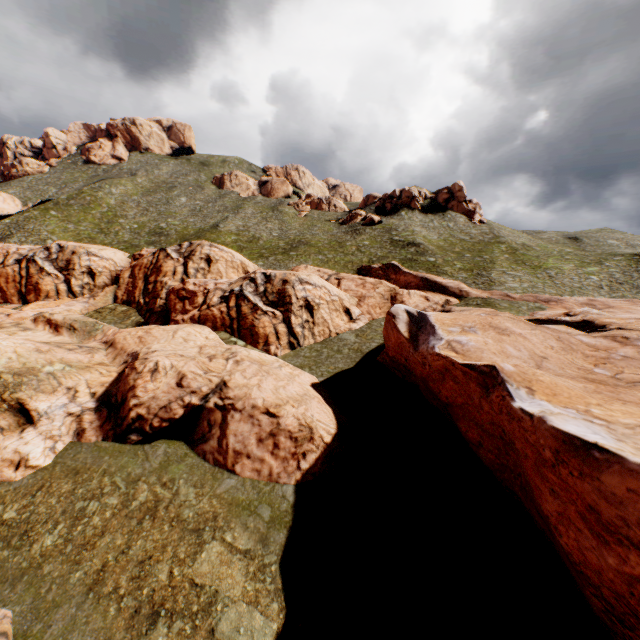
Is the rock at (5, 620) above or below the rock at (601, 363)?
below

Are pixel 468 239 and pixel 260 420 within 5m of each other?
no

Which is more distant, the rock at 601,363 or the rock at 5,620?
the rock at 5,620

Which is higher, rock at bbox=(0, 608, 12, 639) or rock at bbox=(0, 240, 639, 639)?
rock at bbox=(0, 240, 639, 639)

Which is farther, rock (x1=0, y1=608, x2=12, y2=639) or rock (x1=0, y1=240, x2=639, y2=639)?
rock (x1=0, y1=608, x2=12, y2=639)
